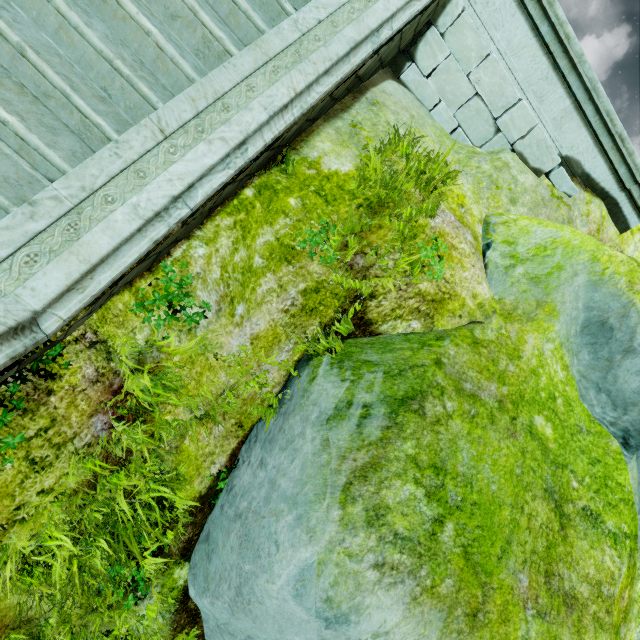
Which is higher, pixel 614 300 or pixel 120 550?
pixel 614 300

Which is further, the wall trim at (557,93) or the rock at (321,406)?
the wall trim at (557,93)

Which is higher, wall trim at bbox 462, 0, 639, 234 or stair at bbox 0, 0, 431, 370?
wall trim at bbox 462, 0, 639, 234

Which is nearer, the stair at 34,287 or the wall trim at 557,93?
the stair at 34,287

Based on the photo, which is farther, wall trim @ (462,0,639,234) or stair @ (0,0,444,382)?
wall trim @ (462,0,639,234)

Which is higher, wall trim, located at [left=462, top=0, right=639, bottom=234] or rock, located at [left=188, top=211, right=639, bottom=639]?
wall trim, located at [left=462, top=0, right=639, bottom=234]

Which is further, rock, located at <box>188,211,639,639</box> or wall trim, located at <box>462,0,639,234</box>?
wall trim, located at <box>462,0,639,234</box>
